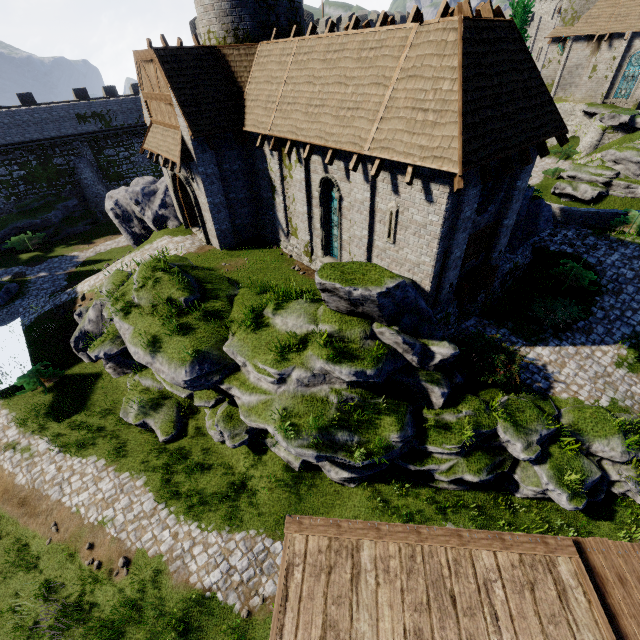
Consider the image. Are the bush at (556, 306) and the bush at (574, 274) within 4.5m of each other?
yes

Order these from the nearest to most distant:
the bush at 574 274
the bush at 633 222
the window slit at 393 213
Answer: the window slit at 393 213 → the bush at 574 274 → the bush at 633 222

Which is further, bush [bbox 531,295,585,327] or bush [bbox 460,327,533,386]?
bush [bbox 531,295,585,327]

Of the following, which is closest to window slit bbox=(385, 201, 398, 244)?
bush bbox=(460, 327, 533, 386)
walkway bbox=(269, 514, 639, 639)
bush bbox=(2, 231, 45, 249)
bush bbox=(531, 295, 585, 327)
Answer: bush bbox=(460, 327, 533, 386)

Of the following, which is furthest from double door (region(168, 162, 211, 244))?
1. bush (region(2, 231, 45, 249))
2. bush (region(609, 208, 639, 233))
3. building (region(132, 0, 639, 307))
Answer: bush (region(609, 208, 639, 233))

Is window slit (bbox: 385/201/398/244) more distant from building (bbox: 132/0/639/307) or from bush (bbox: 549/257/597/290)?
bush (bbox: 549/257/597/290)

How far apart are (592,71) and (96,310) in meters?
49.7 m

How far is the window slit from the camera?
11.35m
